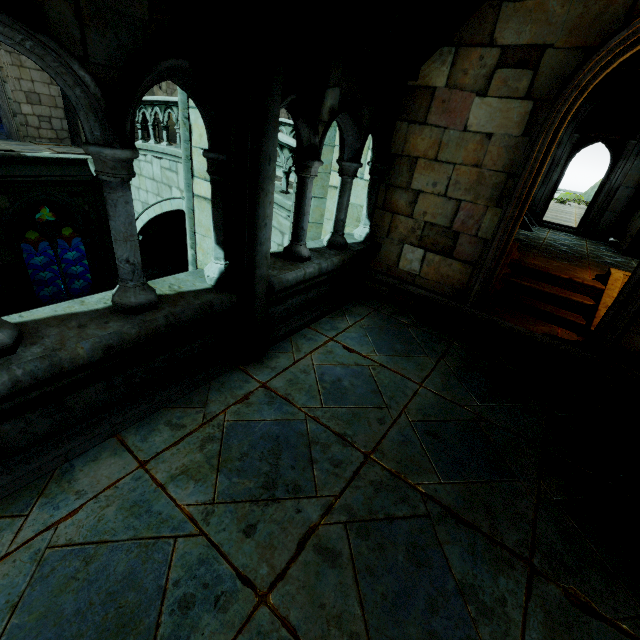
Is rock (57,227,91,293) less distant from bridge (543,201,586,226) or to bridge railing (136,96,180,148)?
bridge railing (136,96,180,148)

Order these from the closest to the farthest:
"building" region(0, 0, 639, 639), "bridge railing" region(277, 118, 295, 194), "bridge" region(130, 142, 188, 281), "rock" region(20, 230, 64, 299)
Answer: "building" region(0, 0, 639, 639) → "bridge railing" region(277, 118, 295, 194) → "bridge" region(130, 142, 188, 281) → "rock" region(20, 230, 64, 299)

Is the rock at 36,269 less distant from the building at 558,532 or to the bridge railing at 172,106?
the building at 558,532

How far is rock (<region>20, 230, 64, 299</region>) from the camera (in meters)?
23.27

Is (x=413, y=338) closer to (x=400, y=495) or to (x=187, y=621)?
(x=400, y=495)

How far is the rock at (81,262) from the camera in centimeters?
1716cm

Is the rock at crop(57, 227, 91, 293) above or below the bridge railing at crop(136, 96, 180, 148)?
below

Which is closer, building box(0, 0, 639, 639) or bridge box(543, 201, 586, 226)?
building box(0, 0, 639, 639)
